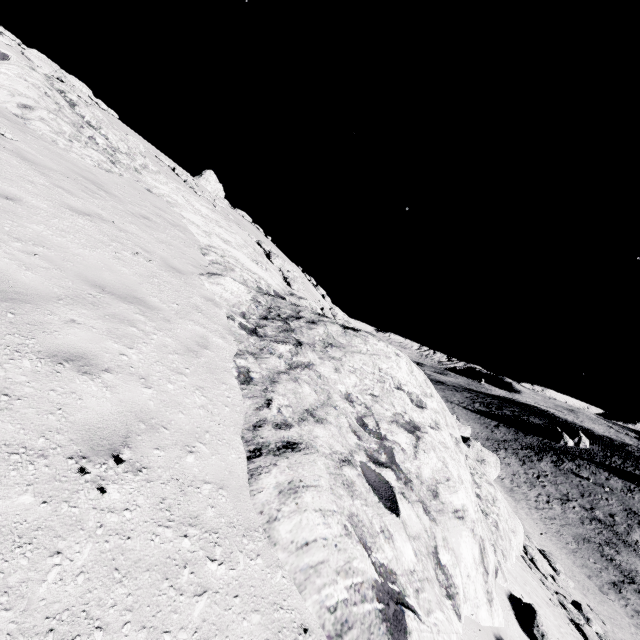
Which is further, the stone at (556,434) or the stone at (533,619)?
the stone at (556,434)

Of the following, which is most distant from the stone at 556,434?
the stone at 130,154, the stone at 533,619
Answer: the stone at 130,154

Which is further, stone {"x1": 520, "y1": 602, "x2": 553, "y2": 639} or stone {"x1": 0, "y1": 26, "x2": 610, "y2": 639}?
stone {"x1": 520, "y1": 602, "x2": 553, "y2": 639}

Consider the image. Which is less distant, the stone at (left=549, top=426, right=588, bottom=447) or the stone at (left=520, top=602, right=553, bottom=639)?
the stone at (left=520, top=602, right=553, bottom=639)

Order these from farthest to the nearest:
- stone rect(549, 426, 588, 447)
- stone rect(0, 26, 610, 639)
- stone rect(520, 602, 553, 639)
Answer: stone rect(549, 426, 588, 447) < stone rect(520, 602, 553, 639) < stone rect(0, 26, 610, 639)

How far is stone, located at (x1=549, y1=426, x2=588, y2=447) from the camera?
56.50m

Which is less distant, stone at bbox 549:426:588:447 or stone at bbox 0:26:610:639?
stone at bbox 0:26:610:639

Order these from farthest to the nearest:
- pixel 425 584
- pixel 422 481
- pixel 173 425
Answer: pixel 422 481 < pixel 425 584 < pixel 173 425
